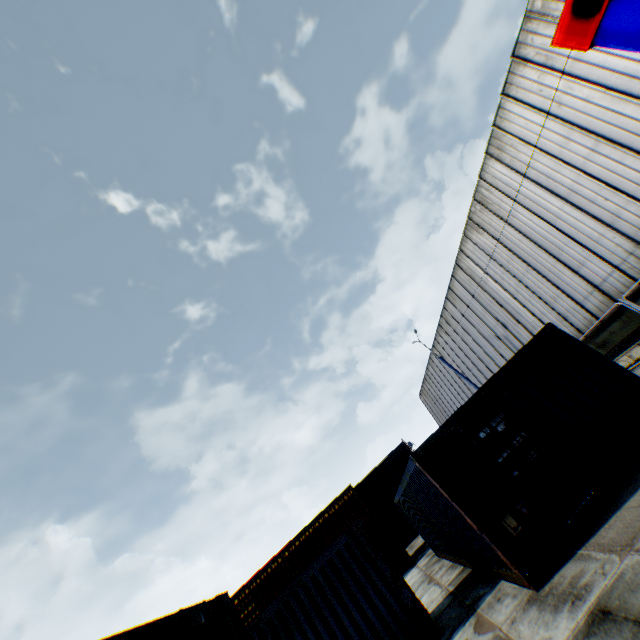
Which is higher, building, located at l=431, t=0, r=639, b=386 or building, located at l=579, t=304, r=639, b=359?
building, located at l=431, t=0, r=639, b=386

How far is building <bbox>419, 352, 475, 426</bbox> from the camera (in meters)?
33.80

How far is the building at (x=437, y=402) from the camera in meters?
33.8

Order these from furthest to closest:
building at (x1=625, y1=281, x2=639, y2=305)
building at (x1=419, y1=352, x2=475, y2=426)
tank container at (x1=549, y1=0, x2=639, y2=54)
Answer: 1. building at (x1=419, y1=352, x2=475, y2=426)
2. building at (x1=625, y1=281, x2=639, y2=305)
3. tank container at (x1=549, y1=0, x2=639, y2=54)

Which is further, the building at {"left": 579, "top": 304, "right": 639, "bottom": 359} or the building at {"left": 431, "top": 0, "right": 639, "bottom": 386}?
the building at {"left": 579, "top": 304, "right": 639, "bottom": 359}

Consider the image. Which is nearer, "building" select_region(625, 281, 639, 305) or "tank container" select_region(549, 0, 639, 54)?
"tank container" select_region(549, 0, 639, 54)

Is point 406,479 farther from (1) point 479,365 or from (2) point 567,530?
(1) point 479,365

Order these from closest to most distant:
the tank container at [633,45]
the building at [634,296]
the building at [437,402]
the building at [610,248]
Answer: the tank container at [633,45], the building at [610,248], the building at [634,296], the building at [437,402]
